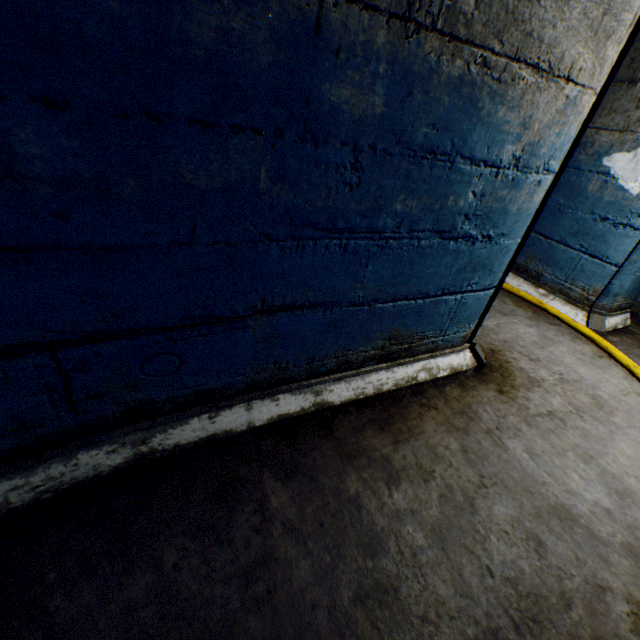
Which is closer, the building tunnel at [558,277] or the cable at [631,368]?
the building tunnel at [558,277]

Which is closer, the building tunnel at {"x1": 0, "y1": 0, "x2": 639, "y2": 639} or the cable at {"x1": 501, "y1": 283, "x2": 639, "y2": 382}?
the building tunnel at {"x1": 0, "y1": 0, "x2": 639, "y2": 639}

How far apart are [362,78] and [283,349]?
1.0m
